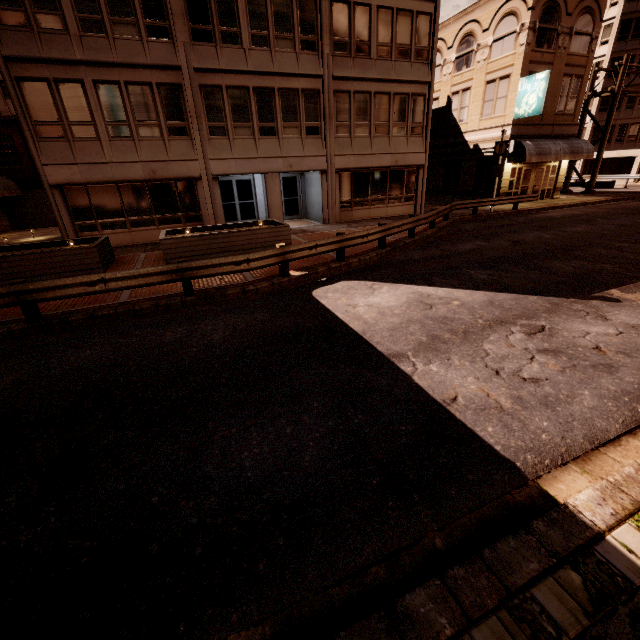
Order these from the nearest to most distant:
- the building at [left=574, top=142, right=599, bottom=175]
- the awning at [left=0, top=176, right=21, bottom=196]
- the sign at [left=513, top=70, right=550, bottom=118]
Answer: the sign at [left=513, top=70, right=550, bottom=118] → the awning at [left=0, top=176, right=21, bottom=196] → the building at [left=574, top=142, right=599, bottom=175]

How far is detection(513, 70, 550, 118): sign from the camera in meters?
20.1 m

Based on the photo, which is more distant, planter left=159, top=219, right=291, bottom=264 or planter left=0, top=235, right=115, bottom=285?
planter left=159, top=219, right=291, bottom=264

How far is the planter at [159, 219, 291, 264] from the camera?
11.97m

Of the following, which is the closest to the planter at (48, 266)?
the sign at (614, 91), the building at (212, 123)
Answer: the building at (212, 123)

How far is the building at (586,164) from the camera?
44.5m

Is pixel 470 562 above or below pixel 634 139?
below

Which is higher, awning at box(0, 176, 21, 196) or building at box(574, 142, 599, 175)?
awning at box(0, 176, 21, 196)
